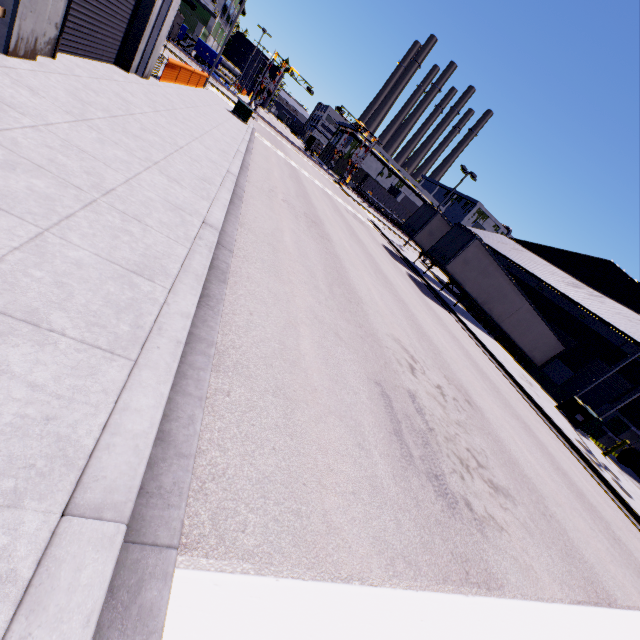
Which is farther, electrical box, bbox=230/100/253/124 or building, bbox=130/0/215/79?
electrical box, bbox=230/100/253/124

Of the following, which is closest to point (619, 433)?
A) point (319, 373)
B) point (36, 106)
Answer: point (319, 373)

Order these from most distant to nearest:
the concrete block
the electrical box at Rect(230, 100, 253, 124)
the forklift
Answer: the electrical box at Rect(230, 100, 253, 124), the concrete block, the forklift

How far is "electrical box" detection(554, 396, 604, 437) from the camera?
15.97m

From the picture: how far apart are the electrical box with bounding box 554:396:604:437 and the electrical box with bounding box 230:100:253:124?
28.30m

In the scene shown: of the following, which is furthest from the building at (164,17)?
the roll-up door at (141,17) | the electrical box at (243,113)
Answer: the electrical box at (243,113)

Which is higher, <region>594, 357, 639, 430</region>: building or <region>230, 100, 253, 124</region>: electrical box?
<region>594, 357, 639, 430</region>: building

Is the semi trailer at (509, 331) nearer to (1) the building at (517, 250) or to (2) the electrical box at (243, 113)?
(1) the building at (517, 250)
